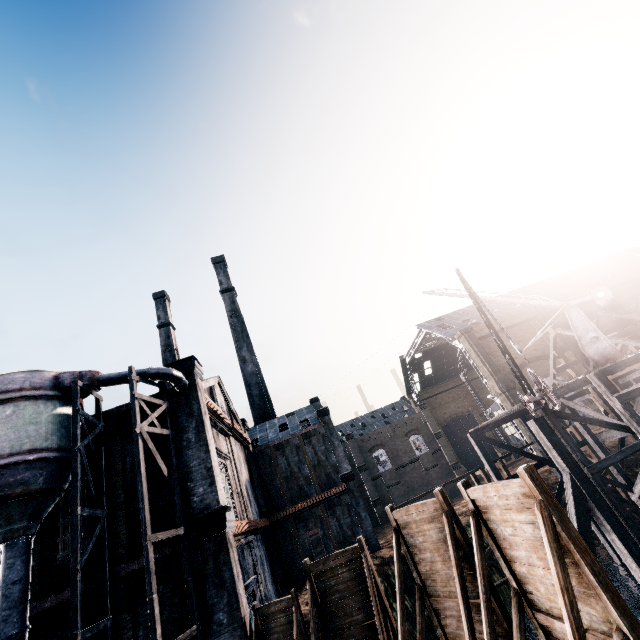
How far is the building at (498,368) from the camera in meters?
41.1

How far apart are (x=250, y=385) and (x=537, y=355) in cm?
4091

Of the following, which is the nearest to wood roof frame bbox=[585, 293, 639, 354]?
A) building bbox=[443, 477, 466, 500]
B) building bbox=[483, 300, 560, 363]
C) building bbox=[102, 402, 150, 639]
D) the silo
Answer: building bbox=[483, 300, 560, 363]

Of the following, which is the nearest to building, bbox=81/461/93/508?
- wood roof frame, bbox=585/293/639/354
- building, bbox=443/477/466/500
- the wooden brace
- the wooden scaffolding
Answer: the wooden brace

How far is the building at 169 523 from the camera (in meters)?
15.68

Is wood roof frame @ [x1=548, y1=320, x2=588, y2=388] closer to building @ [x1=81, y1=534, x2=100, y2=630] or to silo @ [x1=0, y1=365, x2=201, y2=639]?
building @ [x1=81, y1=534, x2=100, y2=630]

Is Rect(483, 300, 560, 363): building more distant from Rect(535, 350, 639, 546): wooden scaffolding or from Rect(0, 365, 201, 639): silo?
Rect(0, 365, 201, 639): silo

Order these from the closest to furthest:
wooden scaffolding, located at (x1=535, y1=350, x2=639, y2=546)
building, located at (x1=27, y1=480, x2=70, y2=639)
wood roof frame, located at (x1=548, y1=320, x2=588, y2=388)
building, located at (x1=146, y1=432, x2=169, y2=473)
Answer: building, located at (x1=27, y1=480, x2=70, y2=639) → wooden scaffolding, located at (x1=535, y1=350, x2=639, y2=546) → building, located at (x1=146, y1=432, x2=169, y2=473) → wood roof frame, located at (x1=548, y1=320, x2=588, y2=388)
